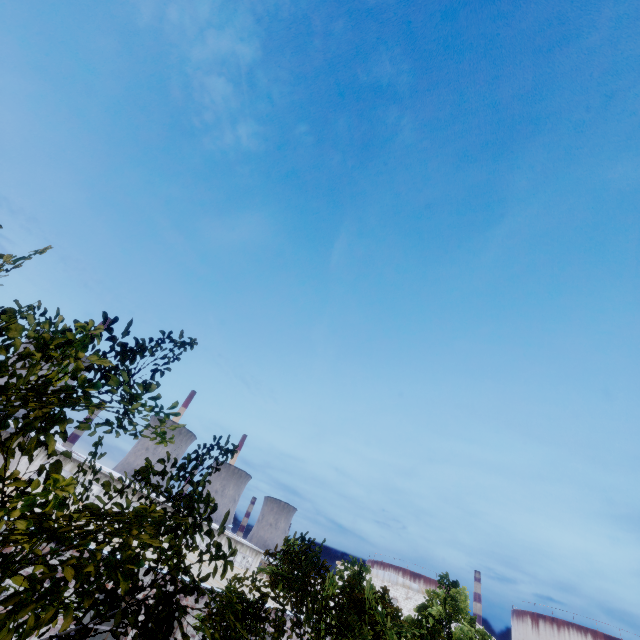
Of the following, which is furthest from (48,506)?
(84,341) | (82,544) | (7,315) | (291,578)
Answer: (291,578)
